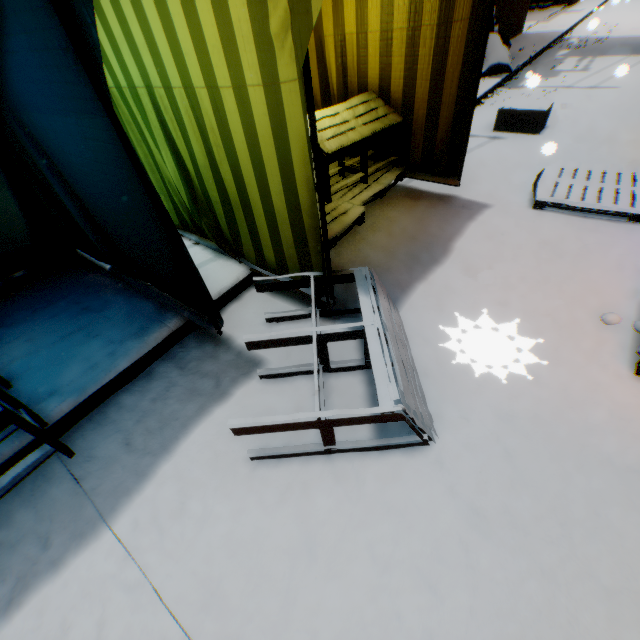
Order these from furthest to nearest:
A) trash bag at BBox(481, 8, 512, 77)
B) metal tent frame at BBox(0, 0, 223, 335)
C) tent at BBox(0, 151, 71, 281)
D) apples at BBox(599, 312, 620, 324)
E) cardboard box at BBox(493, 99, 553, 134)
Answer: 1. trash bag at BBox(481, 8, 512, 77)
2. cardboard box at BBox(493, 99, 553, 134)
3. tent at BBox(0, 151, 71, 281)
4. apples at BBox(599, 312, 620, 324)
5. metal tent frame at BBox(0, 0, 223, 335)

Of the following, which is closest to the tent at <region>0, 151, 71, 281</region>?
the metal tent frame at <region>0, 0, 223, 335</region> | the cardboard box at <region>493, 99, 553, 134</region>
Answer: the metal tent frame at <region>0, 0, 223, 335</region>

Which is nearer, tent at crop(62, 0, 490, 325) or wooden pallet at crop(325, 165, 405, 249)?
tent at crop(62, 0, 490, 325)

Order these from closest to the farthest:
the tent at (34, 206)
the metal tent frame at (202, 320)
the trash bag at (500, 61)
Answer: the metal tent frame at (202, 320), the tent at (34, 206), the trash bag at (500, 61)

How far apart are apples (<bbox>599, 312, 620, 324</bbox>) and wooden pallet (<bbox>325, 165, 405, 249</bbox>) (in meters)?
2.26

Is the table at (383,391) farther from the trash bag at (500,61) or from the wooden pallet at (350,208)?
the trash bag at (500,61)

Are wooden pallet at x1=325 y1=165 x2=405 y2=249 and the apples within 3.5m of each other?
yes

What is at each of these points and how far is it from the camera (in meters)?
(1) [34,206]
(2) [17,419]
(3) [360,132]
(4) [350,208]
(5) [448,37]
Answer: (1) tent, 3.50
(2) table, 1.68
(3) table, 3.50
(4) wooden pallet, 3.61
(5) tent, 3.21
